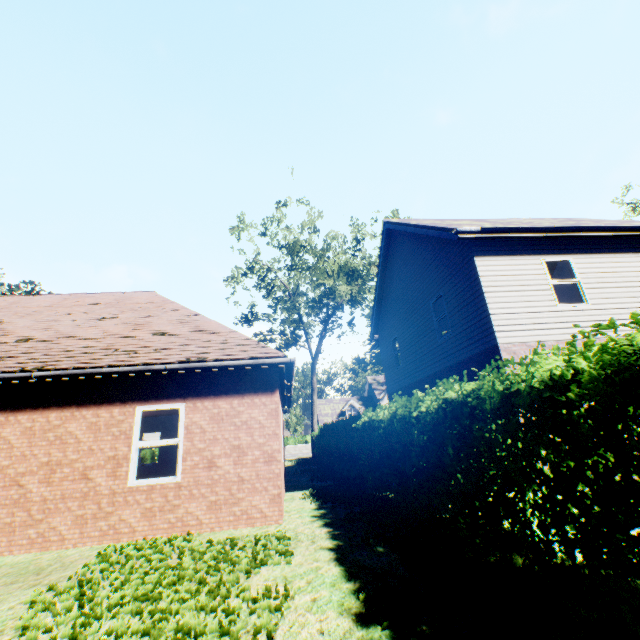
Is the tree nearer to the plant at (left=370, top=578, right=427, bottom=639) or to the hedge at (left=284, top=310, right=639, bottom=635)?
the hedge at (left=284, top=310, right=639, bottom=635)

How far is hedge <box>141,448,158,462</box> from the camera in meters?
23.4 m

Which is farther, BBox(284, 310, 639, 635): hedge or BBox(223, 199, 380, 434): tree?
BBox(223, 199, 380, 434): tree

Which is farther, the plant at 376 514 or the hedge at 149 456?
the hedge at 149 456

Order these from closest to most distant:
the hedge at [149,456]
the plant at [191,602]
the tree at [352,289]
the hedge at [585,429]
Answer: the hedge at [585,429] < the plant at [191,602] < the tree at [352,289] < the hedge at [149,456]

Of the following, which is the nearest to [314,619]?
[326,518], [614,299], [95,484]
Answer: [326,518]

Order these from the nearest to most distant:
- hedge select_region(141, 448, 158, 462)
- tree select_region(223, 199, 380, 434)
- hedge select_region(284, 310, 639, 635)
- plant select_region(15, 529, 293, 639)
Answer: hedge select_region(284, 310, 639, 635) < plant select_region(15, 529, 293, 639) < tree select_region(223, 199, 380, 434) < hedge select_region(141, 448, 158, 462)
